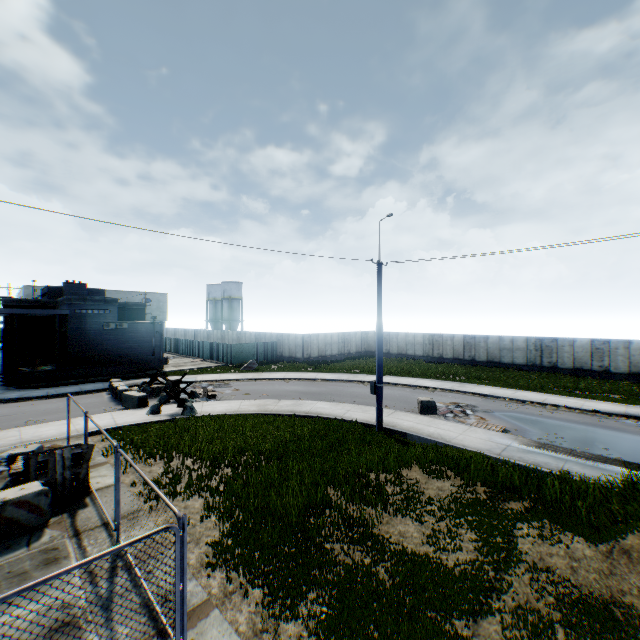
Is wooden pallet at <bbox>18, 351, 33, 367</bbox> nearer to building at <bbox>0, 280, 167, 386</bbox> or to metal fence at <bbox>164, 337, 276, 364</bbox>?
building at <bbox>0, 280, 167, 386</bbox>

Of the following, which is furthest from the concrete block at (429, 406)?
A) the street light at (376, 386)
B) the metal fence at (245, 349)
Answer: the metal fence at (245, 349)

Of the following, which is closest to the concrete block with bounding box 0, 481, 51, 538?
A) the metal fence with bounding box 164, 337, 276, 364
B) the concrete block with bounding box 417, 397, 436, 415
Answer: the metal fence with bounding box 164, 337, 276, 364

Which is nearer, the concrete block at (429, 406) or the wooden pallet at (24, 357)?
the concrete block at (429, 406)

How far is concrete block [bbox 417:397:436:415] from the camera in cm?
1759

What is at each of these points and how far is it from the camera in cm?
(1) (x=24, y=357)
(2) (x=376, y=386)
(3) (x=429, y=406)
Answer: (1) wooden pallet, 2784
(2) street light, 1473
(3) concrete block, 1759

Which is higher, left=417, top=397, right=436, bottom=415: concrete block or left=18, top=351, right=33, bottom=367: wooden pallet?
left=18, top=351, right=33, bottom=367: wooden pallet

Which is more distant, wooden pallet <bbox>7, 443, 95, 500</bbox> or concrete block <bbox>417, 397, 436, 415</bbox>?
concrete block <bbox>417, 397, 436, 415</bbox>
